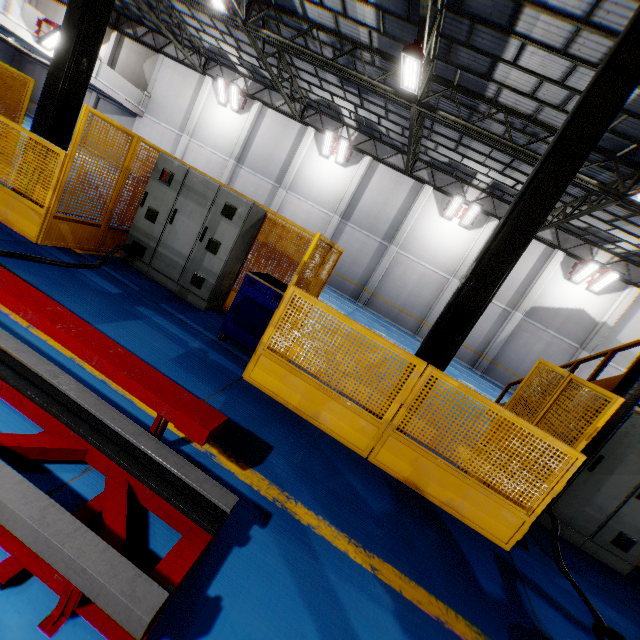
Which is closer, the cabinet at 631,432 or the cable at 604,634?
→ the cable at 604,634

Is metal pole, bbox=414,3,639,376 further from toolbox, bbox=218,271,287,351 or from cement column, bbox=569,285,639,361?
cement column, bbox=569,285,639,361

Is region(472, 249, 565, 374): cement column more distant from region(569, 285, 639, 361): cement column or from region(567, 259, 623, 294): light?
region(569, 285, 639, 361): cement column

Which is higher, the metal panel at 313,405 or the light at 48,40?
the light at 48,40

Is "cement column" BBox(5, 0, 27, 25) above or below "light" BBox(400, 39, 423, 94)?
below

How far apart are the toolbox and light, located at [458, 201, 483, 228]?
15.4 meters

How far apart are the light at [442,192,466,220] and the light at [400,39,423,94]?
8.3m

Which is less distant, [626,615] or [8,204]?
[626,615]
